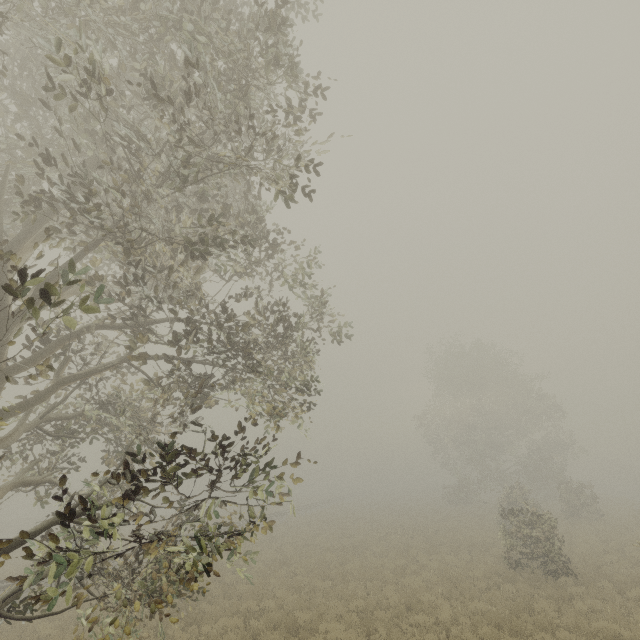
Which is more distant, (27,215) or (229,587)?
(229,587)
